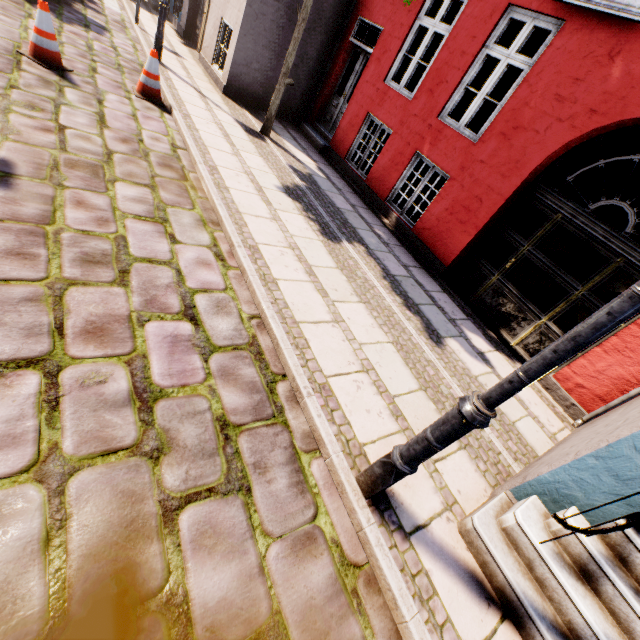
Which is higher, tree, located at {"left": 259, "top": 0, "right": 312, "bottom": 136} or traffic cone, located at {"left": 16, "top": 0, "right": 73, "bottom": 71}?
tree, located at {"left": 259, "top": 0, "right": 312, "bottom": 136}

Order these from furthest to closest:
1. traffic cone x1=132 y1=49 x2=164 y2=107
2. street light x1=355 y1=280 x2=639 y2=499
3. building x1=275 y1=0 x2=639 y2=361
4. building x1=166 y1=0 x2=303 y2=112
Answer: building x1=166 y1=0 x2=303 y2=112 < traffic cone x1=132 y1=49 x2=164 y2=107 < building x1=275 y1=0 x2=639 y2=361 < street light x1=355 y1=280 x2=639 y2=499

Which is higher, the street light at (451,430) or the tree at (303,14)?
the tree at (303,14)

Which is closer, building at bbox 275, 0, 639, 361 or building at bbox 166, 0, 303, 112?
building at bbox 275, 0, 639, 361

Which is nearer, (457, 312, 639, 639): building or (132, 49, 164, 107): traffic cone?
(457, 312, 639, 639): building

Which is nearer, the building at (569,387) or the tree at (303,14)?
the building at (569,387)

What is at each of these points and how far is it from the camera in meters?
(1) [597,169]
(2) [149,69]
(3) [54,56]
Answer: (1) building, 12.4 m
(2) traffic cone, 5.6 m
(3) traffic cone, 4.9 m

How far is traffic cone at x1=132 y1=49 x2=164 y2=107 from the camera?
5.59m
